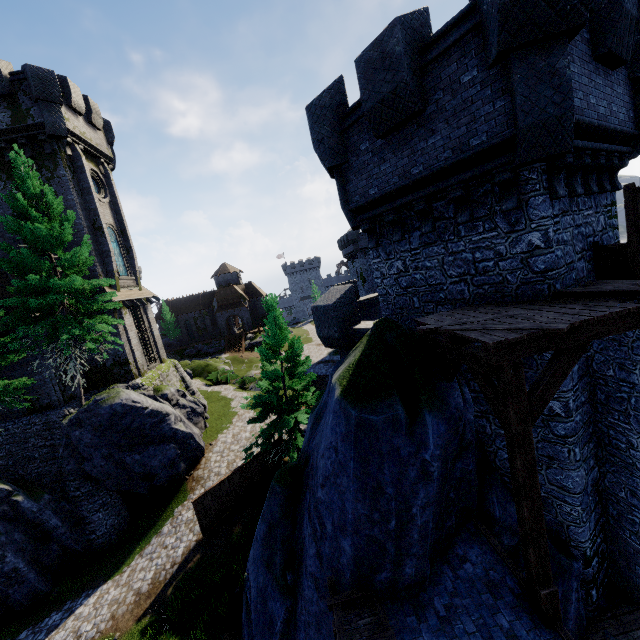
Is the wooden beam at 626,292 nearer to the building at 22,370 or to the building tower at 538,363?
the building tower at 538,363

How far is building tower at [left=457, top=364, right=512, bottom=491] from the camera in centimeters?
828cm

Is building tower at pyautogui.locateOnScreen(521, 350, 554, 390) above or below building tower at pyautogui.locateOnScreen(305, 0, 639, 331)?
below

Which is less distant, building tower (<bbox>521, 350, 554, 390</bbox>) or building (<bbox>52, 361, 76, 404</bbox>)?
building tower (<bbox>521, 350, 554, 390</bbox>)

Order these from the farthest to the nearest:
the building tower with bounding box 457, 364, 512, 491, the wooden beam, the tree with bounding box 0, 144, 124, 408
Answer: the tree with bounding box 0, 144, 124, 408, the building tower with bounding box 457, 364, 512, 491, the wooden beam

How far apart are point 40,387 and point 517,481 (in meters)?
24.25

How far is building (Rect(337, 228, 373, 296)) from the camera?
45.28m

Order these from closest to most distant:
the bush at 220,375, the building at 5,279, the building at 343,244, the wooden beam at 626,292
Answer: the wooden beam at 626,292, the building at 5,279, the bush at 220,375, the building at 343,244
